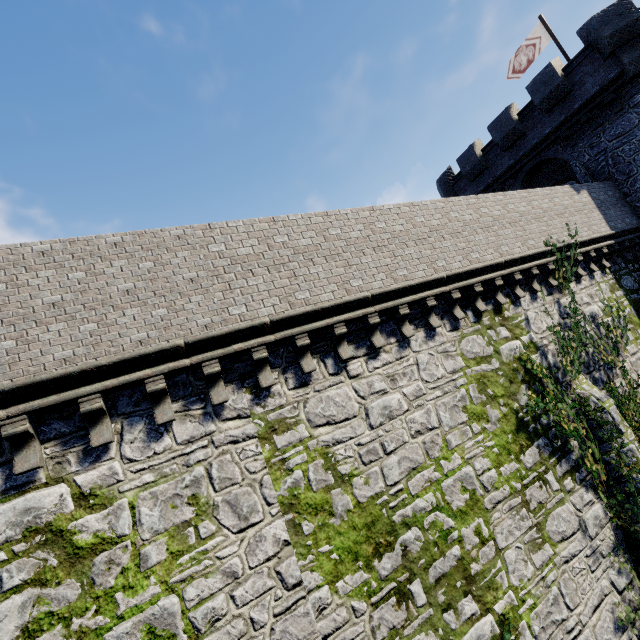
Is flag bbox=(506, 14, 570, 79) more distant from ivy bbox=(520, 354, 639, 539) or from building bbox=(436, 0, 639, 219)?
ivy bbox=(520, 354, 639, 539)

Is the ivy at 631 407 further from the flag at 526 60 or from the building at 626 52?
the flag at 526 60

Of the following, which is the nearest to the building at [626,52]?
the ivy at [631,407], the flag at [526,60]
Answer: the flag at [526,60]

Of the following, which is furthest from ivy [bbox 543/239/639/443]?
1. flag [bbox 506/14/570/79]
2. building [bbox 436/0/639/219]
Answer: flag [bbox 506/14/570/79]

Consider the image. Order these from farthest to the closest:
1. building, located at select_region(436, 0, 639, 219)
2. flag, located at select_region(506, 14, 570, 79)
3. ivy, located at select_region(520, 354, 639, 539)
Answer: flag, located at select_region(506, 14, 570, 79) < building, located at select_region(436, 0, 639, 219) < ivy, located at select_region(520, 354, 639, 539)

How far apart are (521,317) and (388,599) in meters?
8.8 m
